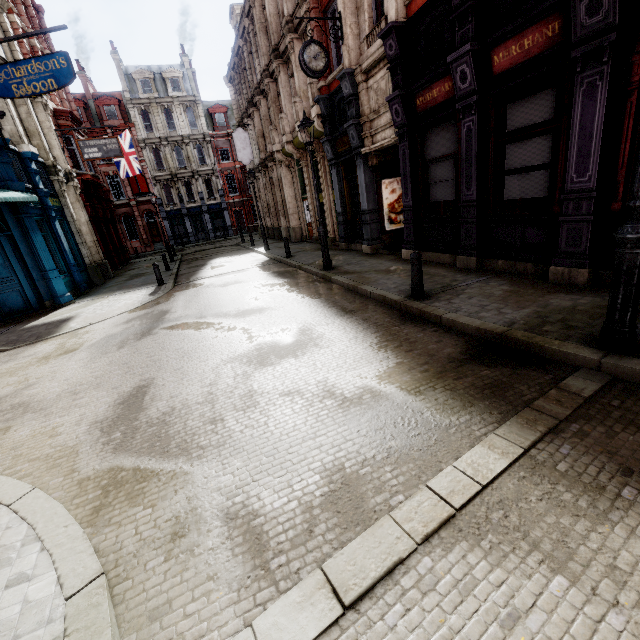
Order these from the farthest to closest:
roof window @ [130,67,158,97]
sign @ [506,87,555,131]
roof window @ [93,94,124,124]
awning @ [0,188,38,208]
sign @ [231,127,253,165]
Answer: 1. roof window @ [130,67,158,97]
2. roof window @ [93,94,124,124]
3. sign @ [231,127,253,165]
4. awning @ [0,188,38,208]
5. sign @ [506,87,555,131]

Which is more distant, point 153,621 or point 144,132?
point 144,132

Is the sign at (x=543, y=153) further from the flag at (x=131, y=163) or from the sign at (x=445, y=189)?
the flag at (x=131, y=163)

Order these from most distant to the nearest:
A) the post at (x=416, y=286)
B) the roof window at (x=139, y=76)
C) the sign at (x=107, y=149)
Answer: the roof window at (x=139, y=76) < the sign at (x=107, y=149) < the post at (x=416, y=286)

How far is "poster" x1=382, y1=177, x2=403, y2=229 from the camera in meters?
12.6

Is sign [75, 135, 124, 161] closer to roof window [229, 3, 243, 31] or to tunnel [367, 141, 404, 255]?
tunnel [367, 141, 404, 255]

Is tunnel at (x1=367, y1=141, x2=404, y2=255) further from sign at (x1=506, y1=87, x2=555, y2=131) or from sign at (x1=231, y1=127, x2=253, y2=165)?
sign at (x1=231, y1=127, x2=253, y2=165)

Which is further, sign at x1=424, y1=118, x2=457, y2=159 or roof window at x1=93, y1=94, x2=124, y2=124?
roof window at x1=93, y1=94, x2=124, y2=124
